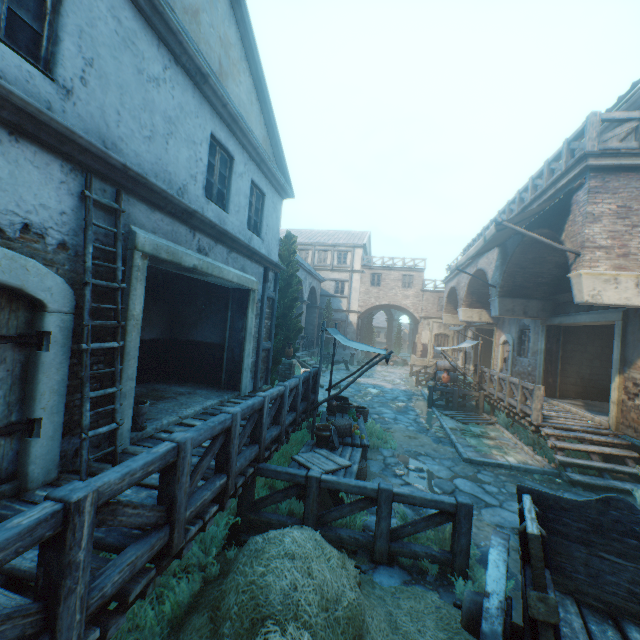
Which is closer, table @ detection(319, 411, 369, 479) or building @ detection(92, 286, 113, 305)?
building @ detection(92, 286, 113, 305)

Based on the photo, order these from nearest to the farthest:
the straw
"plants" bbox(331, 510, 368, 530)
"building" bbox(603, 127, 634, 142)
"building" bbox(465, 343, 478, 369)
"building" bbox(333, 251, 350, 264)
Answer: the straw, "plants" bbox(331, 510, 368, 530), "building" bbox(603, 127, 634, 142), "building" bbox(465, 343, 478, 369), "building" bbox(333, 251, 350, 264)

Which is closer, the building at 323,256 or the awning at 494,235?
the awning at 494,235

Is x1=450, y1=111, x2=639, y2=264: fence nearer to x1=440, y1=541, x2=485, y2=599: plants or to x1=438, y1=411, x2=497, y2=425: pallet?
x1=438, y1=411, x2=497, y2=425: pallet

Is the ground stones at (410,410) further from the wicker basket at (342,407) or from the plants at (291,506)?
the plants at (291,506)

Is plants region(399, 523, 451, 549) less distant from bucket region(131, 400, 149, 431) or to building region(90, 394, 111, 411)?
building region(90, 394, 111, 411)

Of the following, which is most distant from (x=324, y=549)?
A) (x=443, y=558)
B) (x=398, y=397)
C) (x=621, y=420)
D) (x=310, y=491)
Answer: (x=398, y=397)

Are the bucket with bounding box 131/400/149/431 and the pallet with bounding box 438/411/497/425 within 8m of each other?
no
